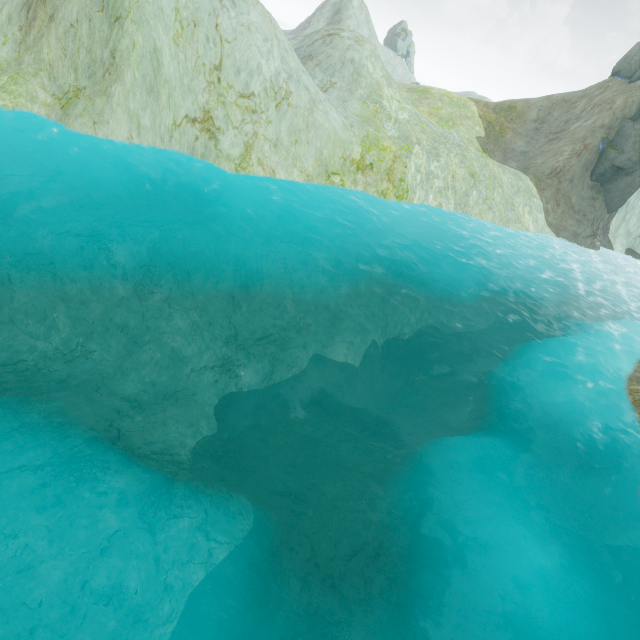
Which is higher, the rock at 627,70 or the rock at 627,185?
the rock at 627,70

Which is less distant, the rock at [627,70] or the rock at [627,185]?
the rock at [627,185]

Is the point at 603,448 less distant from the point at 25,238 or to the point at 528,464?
the point at 528,464

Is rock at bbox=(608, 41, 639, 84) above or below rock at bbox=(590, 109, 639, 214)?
above

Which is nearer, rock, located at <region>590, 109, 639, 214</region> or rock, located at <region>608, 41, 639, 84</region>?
rock, located at <region>590, 109, 639, 214</region>
